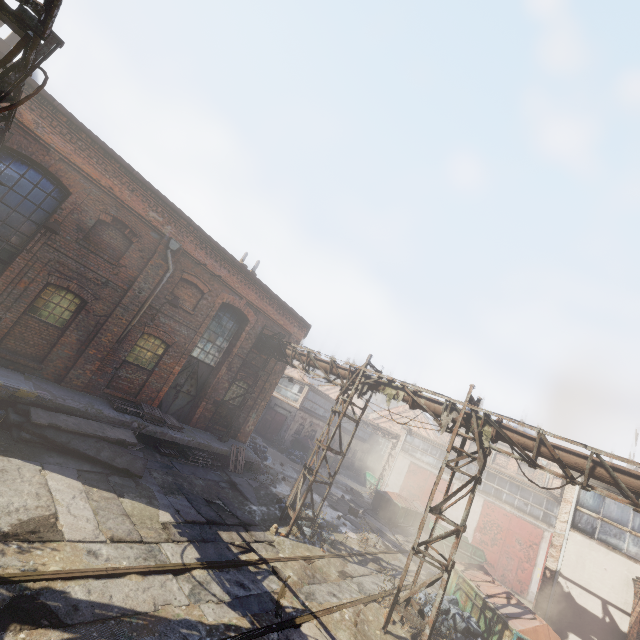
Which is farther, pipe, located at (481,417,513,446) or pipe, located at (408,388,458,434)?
pipe, located at (408,388,458,434)

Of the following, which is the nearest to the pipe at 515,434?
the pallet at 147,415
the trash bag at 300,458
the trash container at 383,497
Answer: the pallet at 147,415

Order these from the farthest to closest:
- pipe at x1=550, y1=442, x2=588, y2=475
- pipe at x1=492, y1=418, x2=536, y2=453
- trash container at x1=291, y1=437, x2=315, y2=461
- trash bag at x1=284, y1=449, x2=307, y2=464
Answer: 1. trash container at x1=291, y1=437, x2=315, y2=461
2. trash bag at x1=284, y1=449, x2=307, y2=464
3. pipe at x1=492, y1=418, x2=536, y2=453
4. pipe at x1=550, y1=442, x2=588, y2=475

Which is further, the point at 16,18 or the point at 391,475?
the point at 391,475

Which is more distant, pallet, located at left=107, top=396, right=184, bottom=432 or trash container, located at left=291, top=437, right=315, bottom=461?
trash container, located at left=291, top=437, right=315, bottom=461

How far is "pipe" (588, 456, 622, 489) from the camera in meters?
7.7

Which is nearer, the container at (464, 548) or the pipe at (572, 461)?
the pipe at (572, 461)

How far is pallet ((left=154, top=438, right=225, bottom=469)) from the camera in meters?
12.6
